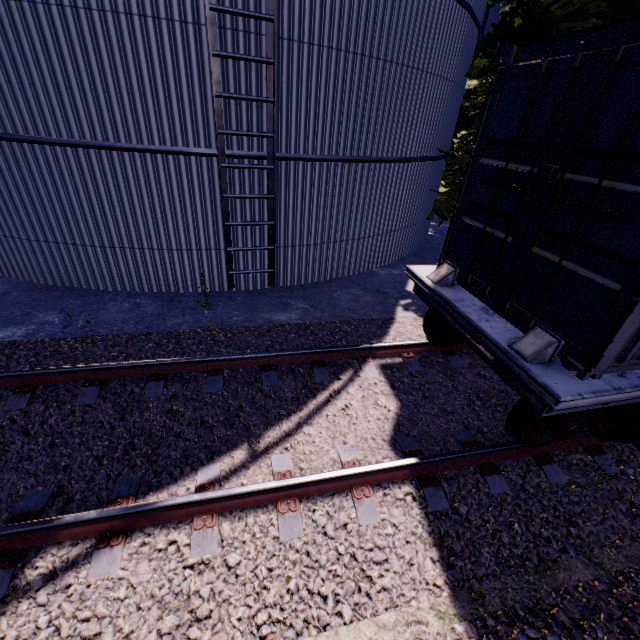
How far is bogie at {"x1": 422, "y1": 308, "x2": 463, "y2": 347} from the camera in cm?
512

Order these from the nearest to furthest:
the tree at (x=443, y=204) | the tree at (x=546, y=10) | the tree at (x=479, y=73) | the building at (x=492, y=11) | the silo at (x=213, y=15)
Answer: the silo at (x=213, y=15) → the tree at (x=546, y=10) → the tree at (x=479, y=73) → the tree at (x=443, y=204) → the building at (x=492, y=11)

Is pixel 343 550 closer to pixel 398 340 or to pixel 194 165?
pixel 398 340

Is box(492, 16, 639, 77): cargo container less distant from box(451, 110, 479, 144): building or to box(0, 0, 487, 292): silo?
box(0, 0, 487, 292): silo

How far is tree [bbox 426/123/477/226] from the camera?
9.3 meters

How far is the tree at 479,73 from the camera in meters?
8.7 m

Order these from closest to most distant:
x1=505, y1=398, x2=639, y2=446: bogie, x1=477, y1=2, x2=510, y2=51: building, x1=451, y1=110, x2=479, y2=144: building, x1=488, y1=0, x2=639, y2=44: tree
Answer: x1=505, y1=398, x2=639, y2=446: bogie → x1=488, y1=0, x2=639, y2=44: tree → x1=477, y1=2, x2=510, y2=51: building → x1=451, y1=110, x2=479, y2=144: building

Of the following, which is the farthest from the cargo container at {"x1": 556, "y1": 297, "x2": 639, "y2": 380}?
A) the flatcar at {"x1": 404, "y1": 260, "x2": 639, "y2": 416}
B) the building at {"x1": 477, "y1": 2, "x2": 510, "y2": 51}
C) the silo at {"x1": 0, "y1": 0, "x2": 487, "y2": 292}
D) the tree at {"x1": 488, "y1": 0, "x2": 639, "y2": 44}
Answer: the building at {"x1": 477, "y1": 2, "x2": 510, "y2": 51}
